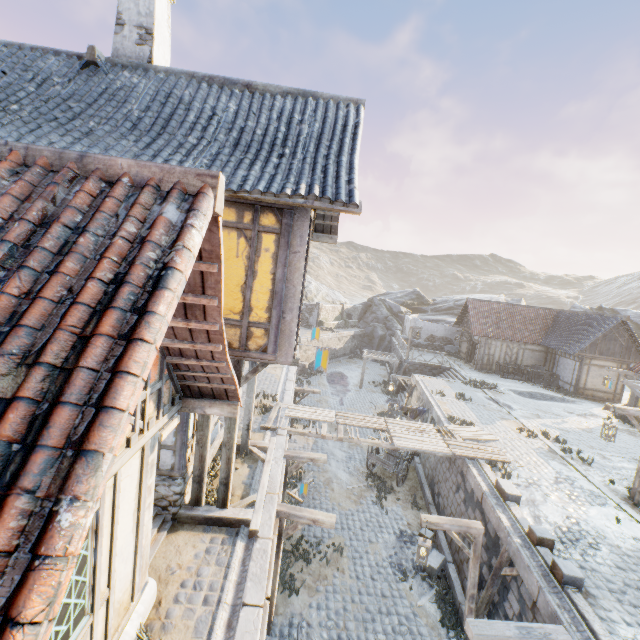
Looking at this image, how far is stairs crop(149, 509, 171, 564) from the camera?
6.2 meters

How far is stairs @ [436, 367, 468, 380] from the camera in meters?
24.4 m

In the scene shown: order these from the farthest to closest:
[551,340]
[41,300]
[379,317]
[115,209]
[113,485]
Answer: [379,317], [551,340], [113,485], [115,209], [41,300]

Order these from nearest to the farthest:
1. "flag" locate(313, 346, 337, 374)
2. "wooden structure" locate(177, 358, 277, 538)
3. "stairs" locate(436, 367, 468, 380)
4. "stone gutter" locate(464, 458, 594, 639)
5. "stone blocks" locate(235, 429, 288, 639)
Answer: "stone blocks" locate(235, 429, 288, 639) → "stone gutter" locate(464, 458, 594, 639) → "flag" locate(313, 346, 337, 374) → "wooden structure" locate(177, 358, 277, 538) → "stairs" locate(436, 367, 468, 380)

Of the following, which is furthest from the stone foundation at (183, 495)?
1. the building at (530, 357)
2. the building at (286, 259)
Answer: the building at (530, 357)

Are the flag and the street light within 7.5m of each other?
yes

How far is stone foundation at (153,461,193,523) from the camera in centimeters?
690cm

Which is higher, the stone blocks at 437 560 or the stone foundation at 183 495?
the stone foundation at 183 495
